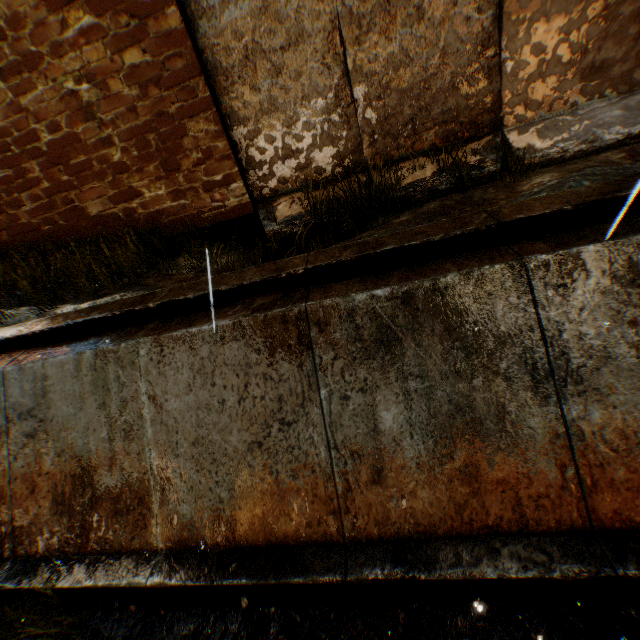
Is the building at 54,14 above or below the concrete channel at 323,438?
above

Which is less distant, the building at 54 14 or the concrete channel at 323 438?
the concrete channel at 323 438

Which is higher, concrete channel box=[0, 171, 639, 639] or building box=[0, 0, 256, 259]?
building box=[0, 0, 256, 259]

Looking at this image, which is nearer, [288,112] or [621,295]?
[621,295]

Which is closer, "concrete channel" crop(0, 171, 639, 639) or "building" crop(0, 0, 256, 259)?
"concrete channel" crop(0, 171, 639, 639)
